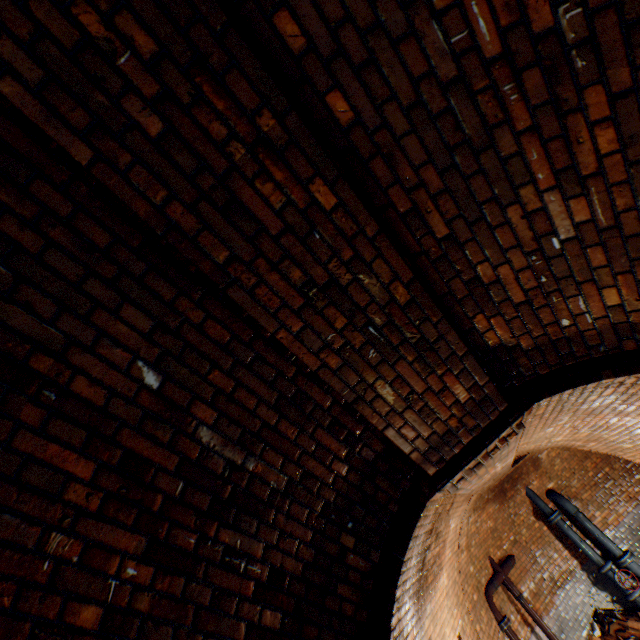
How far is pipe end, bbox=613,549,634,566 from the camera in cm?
775

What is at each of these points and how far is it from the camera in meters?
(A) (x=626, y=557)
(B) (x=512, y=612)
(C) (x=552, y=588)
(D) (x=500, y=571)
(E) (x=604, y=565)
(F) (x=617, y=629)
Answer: (A) pipe end, 7.8
(B) building tunnel, 7.2
(C) building tunnel, 8.1
(D) pipe, 7.6
(E) pipe, 7.8
(F) brick pile, 7.2

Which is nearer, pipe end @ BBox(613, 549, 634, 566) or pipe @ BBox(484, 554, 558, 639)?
pipe @ BBox(484, 554, 558, 639)

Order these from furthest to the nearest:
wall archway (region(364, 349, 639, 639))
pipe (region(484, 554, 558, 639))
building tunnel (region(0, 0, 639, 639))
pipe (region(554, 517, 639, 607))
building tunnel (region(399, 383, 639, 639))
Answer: pipe (region(554, 517, 639, 607)), pipe (region(484, 554, 558, 639)), building tunnel (region(399, 383, 639, 639)), wall archway (region(364, 349, 639, 639)), building tunnel (region(0, 0, 639, 639))

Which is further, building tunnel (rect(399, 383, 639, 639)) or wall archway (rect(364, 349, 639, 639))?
building tunnel (rect(399, 383, 639, 639))

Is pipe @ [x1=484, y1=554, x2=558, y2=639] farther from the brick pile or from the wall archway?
the wall archway

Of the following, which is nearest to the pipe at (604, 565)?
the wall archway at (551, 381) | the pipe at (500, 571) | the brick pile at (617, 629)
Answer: the brick pile at (617, 629)

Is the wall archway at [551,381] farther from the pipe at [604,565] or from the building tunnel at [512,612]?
the pipe at [604,565]
